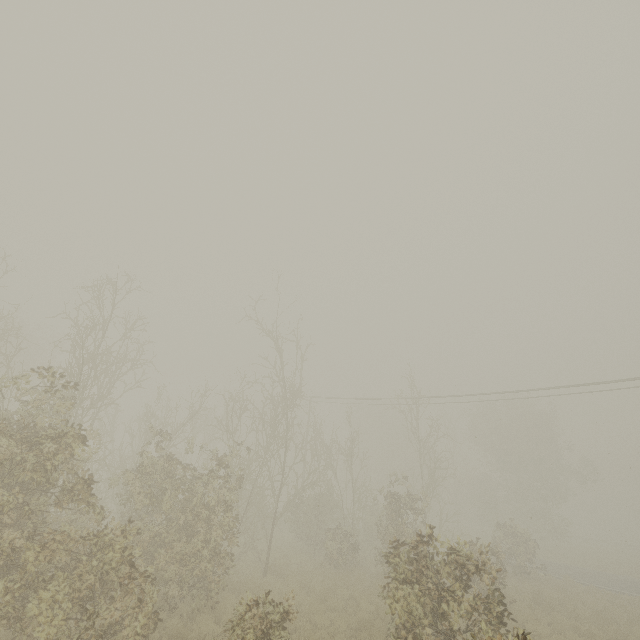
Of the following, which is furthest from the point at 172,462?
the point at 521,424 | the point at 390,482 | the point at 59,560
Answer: the point at 521,424
